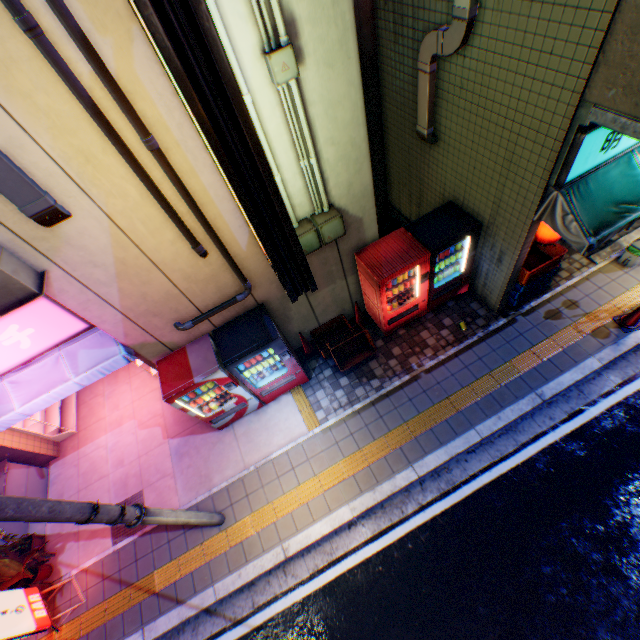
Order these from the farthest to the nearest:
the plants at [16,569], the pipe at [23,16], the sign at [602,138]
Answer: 1. the plants at [16,569]
2. the sign at [602,138]
3. the pipe at [23,16]

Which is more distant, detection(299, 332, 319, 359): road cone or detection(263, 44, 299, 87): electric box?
detection(299, 332, 319, 359): road cone

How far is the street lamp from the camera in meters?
5.6 m

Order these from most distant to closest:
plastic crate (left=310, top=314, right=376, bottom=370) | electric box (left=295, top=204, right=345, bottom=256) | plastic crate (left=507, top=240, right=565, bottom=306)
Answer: plastic crate (left=310, top=314, right=376, bottom=370), plastic crate (left=507, top=240, right=565, bottom=306), electric box (left=295, top=204, right=345, bottom=256)

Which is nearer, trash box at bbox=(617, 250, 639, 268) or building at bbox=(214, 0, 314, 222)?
building at bbox=(214, 0, 314, 222)

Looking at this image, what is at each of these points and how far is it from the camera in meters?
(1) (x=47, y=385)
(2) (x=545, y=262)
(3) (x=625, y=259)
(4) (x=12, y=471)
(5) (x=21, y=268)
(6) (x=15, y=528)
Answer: (1) awning, 5.5
(2) plastic crate, 6.2
(3) trash box, 7.0
(4) ventilation tube, 6.9
(5) ventilation tube, 3.7
(6) building, 6.8

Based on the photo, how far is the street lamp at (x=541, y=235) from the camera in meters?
5.6

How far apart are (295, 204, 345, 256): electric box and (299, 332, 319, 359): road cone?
2.19m
